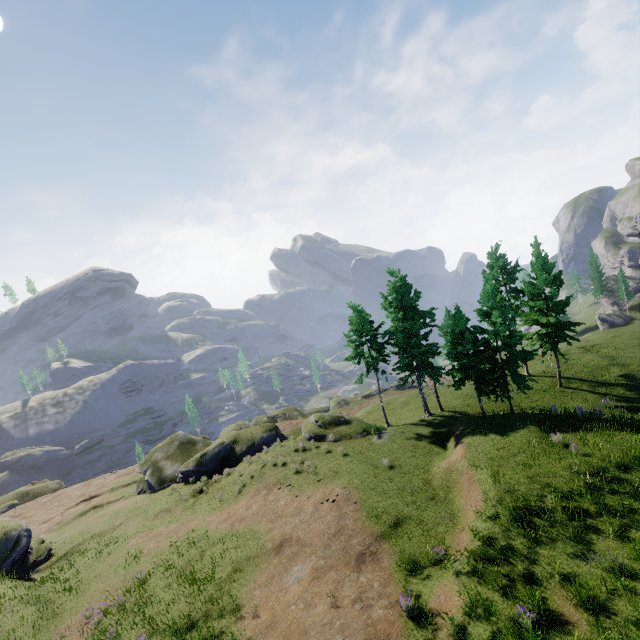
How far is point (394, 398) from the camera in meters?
39.6 m
